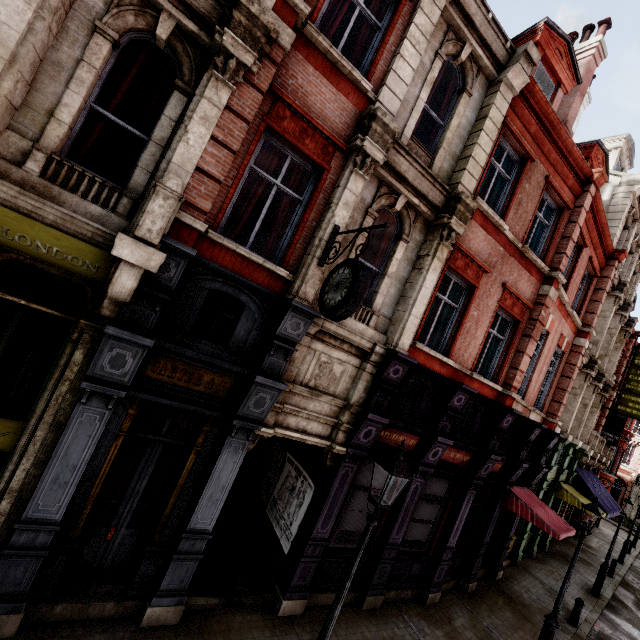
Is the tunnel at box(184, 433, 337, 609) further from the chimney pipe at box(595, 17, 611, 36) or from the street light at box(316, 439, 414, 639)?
the chimney pipe at box(595, 17, 611, 36)

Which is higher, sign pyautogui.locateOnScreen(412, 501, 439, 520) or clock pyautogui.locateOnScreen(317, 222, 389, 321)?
clock pyautogui.locateOnScreen(317, 222, 389, 321)

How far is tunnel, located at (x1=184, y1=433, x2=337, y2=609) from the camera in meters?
6.8 m

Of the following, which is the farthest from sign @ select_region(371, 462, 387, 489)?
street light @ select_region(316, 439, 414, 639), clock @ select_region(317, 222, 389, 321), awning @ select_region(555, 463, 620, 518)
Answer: awning @ select_region(555, 463, 620, 518)

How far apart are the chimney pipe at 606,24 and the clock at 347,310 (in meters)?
14.78

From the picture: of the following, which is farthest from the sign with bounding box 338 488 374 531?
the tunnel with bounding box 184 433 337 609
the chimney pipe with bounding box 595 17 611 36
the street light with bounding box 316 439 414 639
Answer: the chimney pipe with bounding box 595 17 611 36

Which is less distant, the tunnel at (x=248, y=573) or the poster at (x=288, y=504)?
the tunnel at (x=248, y=573)

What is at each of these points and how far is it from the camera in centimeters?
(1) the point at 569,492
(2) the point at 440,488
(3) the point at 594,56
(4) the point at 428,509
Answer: (1) awning, 1606cm
(2) sign, 951cm
(3) chimney, 1191cm
(4) sign, 938cm
